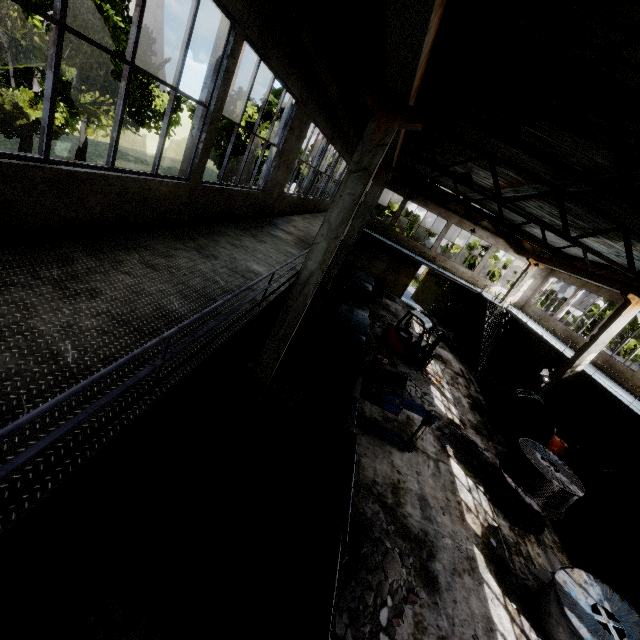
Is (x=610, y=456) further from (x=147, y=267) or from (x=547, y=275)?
(x=147, y=267)

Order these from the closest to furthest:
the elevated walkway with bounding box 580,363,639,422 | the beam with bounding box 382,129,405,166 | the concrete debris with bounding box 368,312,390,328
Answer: the beam with bounding box 382,129,405,166 → the elevated walkway with bounding box 580,363,639,422 → the concrete debris with bounding box 368,312,390,328

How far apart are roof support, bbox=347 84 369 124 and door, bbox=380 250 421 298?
15.3m

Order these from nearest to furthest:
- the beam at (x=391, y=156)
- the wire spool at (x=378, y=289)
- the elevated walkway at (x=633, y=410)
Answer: the beam at (x=391, y=156)
the elevated walkway at (x=633, y=410)
the wire spool at (x=378, y=289)

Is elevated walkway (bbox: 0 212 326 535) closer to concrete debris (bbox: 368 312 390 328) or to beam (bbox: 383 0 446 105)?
beam (bbox: 383 0 446 105)

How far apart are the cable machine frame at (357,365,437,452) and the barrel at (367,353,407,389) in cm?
271

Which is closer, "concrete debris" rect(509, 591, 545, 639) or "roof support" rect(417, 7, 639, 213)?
"roof support" rect(417, 7, 639, 213)

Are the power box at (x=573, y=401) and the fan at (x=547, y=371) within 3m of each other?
yes
